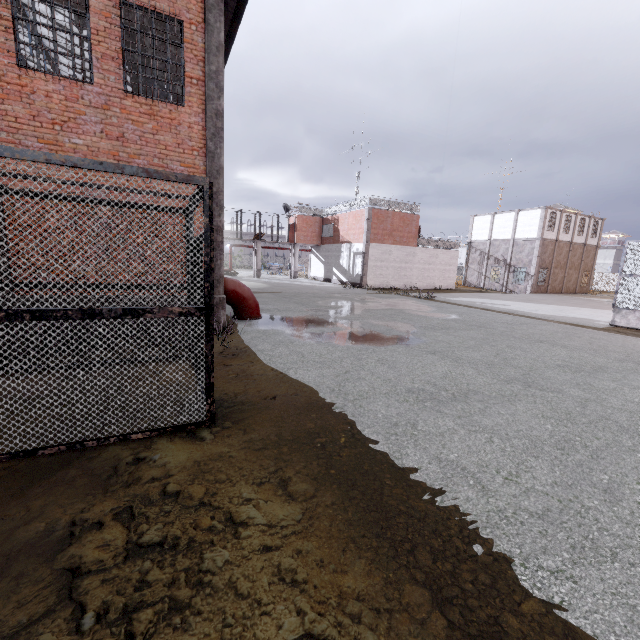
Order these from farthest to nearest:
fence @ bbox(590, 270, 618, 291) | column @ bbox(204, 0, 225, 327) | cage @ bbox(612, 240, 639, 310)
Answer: fence @ bbox(590, 270, 618, 291), cage @ bbox(612, 240, 639, 310), column @ bbox(204, 0, 225, 327)

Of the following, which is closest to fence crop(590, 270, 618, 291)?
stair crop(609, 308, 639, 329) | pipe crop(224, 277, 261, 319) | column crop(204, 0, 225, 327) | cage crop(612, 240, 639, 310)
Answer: cage crop(612, 240, 639, 310)

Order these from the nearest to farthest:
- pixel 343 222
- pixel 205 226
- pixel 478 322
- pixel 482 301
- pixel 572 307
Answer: pixel 205 226 → pixel 478 322 → pixel 572 307 → pixel 482 301 → pixel 343 222

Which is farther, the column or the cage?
the cage

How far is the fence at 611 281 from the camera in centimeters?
4606cm

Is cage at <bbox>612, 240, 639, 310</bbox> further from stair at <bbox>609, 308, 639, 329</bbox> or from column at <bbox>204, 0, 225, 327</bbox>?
column at <bbox>204, 0, 225, 327</bbox>

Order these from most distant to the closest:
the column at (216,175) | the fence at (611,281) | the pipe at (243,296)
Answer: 1. the fence at (611,281)
2. the pipe at (243,296)
3. the column at (216,175)

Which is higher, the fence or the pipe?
the fence
